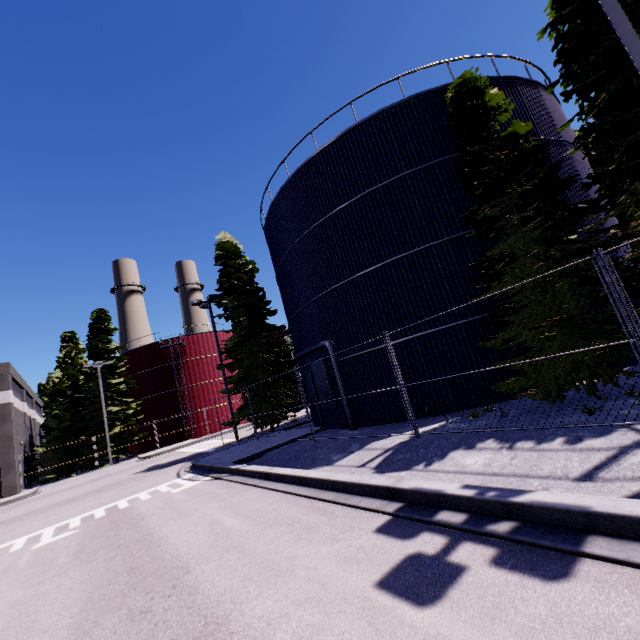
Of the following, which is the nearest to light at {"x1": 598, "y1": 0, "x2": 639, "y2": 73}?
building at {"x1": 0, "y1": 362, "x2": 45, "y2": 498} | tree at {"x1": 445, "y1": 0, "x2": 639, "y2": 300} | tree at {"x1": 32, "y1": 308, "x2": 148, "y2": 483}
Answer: tree at {"x1": 445, "y1": 0, "x2": 639, "y2": 300}

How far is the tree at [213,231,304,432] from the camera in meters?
19.9

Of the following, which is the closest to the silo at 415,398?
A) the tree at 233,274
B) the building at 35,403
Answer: the building at 35,403

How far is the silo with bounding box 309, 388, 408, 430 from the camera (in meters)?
12.34

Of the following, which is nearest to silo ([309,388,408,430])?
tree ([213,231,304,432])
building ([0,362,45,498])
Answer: building ([0,362,45,498])

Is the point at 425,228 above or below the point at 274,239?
below

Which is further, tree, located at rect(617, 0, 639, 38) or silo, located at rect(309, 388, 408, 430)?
silo, located at rect(309, 388, 408, 430)

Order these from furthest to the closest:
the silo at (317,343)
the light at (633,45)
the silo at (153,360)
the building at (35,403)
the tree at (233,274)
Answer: the silo at (153,360), the building at (35,403), the tree at (233,274), the silo at (317,343), the light at (633,45)
